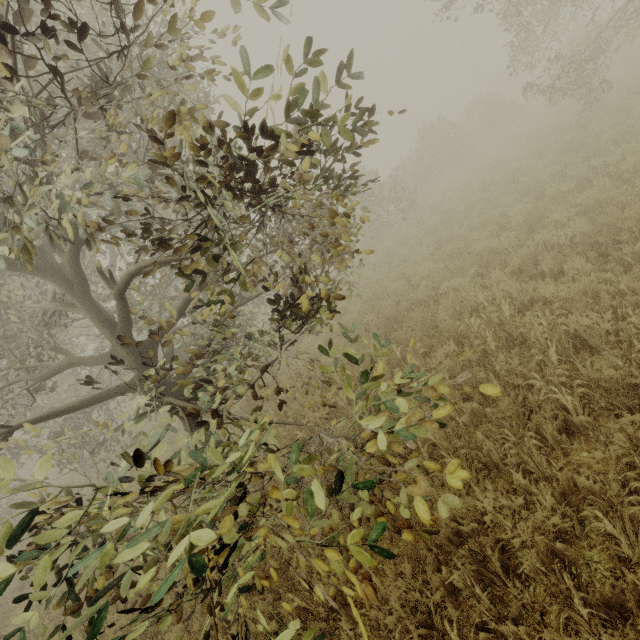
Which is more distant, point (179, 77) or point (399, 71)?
point (399, 71)

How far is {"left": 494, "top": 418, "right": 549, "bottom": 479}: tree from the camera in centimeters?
312cm

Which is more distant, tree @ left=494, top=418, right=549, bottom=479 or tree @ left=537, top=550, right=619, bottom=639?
tree @ left=494, top=418, right=549, bottom=479

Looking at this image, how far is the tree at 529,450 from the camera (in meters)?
3.12

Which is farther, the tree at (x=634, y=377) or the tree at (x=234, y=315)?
the tree at (x=634, y=377)

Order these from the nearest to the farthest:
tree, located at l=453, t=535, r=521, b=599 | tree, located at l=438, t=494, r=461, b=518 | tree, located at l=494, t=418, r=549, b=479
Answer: tree, located at l=438, t=494, r=461, b=518 < tree, located at l=453, t=535, r=521, b=599 < tree, located at l=494, t=418, r=549, b=479

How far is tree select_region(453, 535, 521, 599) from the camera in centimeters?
255cm
